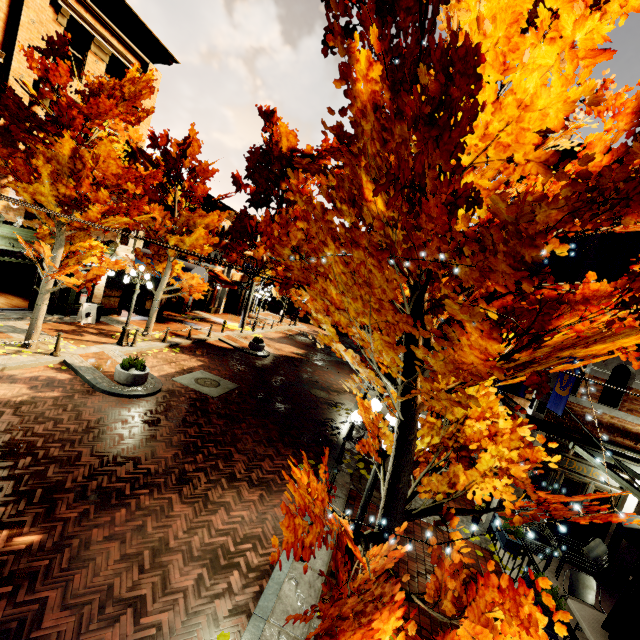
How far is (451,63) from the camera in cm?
205

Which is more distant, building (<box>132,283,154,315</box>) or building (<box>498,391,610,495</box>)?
building (<box>132,283,154,315</box>)

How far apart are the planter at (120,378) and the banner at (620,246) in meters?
12.1 m

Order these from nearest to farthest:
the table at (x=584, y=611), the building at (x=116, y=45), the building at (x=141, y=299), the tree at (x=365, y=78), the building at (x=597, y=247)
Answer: the tree at (x=365, y=78) → the table at (x=584, y=611) → the building at (x=597, y=247) → the building at (x=116, y=45) → the building at (x=141, y=299)

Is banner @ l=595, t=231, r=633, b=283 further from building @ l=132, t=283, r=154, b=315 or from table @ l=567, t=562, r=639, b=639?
table @ l=567, t=562, r=639, b=639

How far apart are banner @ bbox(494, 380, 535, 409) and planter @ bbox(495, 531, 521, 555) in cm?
304

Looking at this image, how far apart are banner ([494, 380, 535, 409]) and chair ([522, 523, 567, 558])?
3.3 meters

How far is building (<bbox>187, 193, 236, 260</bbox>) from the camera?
24.5 meters
